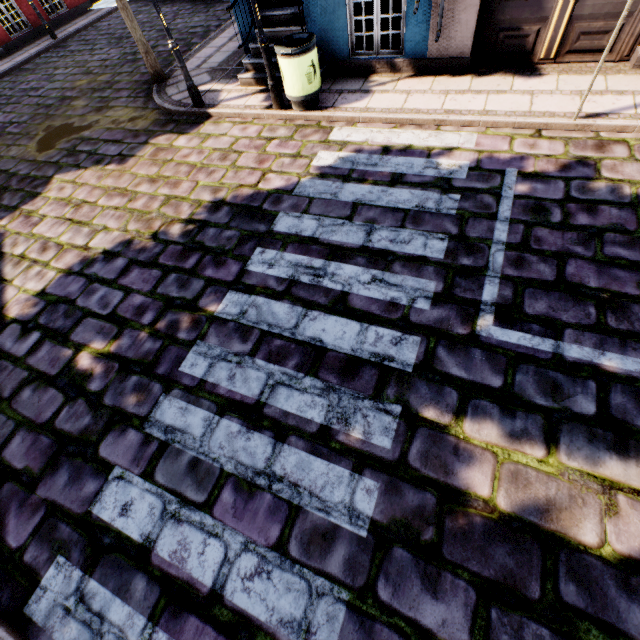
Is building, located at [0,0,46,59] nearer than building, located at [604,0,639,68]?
No

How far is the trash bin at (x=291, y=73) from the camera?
5.3 meters

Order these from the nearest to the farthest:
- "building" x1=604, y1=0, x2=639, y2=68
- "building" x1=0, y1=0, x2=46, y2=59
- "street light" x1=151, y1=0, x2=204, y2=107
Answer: "building" x1=604, y1=0, x2=639, y2=68
"street light" x1=151, y1=0, x2=204, y2=107
"building" x1=0, y1=0, x2=46, y2=59

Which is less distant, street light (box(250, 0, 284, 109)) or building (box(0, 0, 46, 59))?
street light (box(250, 0, 284, 109))

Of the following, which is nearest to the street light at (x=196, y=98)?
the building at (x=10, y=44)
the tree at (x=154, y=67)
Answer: the building at (x=10, y=44)

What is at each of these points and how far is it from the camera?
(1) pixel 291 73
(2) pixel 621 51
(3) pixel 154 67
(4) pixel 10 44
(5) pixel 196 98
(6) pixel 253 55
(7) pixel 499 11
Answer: (1) trash bin, 5.55m
(2) building, 5.20m
(3) tree, 7.75m
(4) building, 12.55m
(5) street light, 6.79m
(6) building, 6.99m
(7) building, 5.34m

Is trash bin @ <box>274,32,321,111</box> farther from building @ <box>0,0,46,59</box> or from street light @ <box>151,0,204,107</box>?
street light @ <box>151,0,204,107</box>

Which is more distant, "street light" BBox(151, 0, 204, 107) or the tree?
the tree
